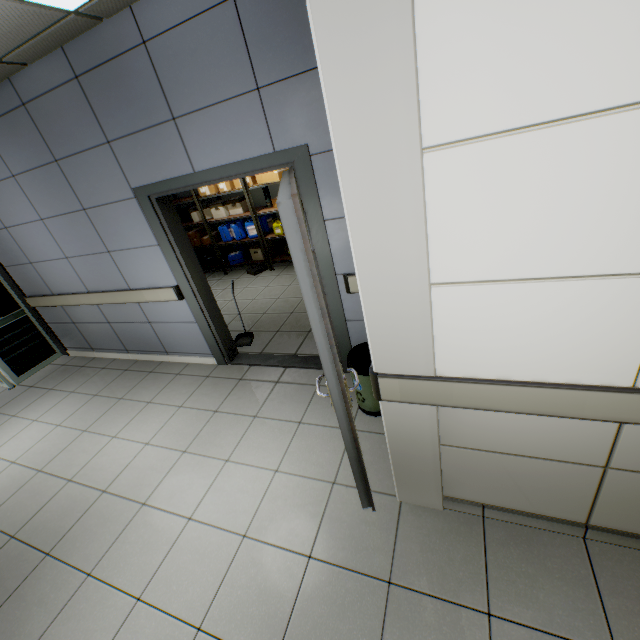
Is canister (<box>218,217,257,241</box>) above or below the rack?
above

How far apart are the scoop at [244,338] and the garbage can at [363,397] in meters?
2.1

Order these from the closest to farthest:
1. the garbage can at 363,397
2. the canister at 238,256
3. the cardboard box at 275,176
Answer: the garbage can at 363,397
the cardboard box at 275,176
the canister at 238,256

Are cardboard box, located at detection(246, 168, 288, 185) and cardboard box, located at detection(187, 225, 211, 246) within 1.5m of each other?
no

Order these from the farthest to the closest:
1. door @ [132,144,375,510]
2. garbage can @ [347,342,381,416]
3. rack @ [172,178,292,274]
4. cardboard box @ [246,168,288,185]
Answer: rack @ [172,178,292,274] < cardboard box @ [246,168,288,185] < garbage can @ [347,342,381,416] < door @ [132,144,375,510]

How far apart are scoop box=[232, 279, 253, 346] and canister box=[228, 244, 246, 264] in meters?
2.8 m

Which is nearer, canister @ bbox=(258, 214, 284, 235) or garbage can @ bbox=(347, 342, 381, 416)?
garbage can @ bbox=(347, 342, 381, 416)

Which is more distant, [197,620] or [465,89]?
[197,620]
